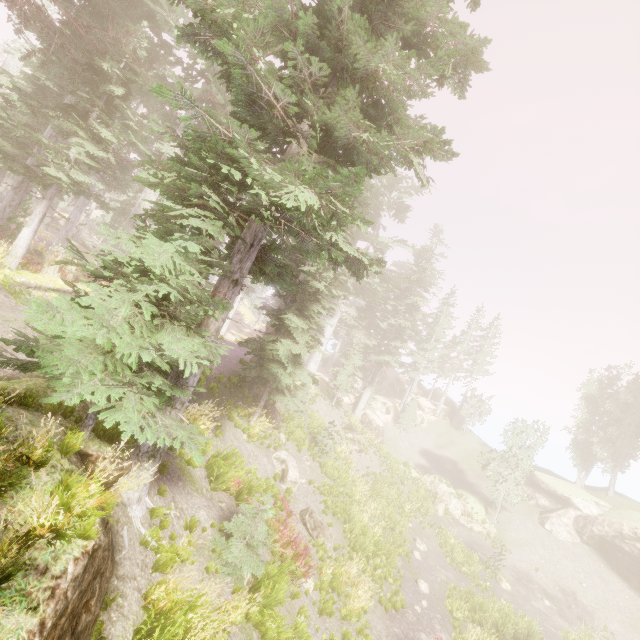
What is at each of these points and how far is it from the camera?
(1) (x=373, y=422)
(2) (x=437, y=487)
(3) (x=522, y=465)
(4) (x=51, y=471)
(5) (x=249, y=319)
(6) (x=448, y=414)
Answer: (1) rock, 34.38m
(2) rock, 29.17m
(3) instancedfoliageactor, 28.98m
(4) rock, 4.45m
(5) rock, 57.03m
(6) rock, 45.28m

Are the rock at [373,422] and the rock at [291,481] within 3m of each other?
no

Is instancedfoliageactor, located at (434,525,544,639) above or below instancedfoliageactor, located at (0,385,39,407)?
below

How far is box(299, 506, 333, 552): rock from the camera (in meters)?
13.72

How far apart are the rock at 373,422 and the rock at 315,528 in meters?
19.4 m

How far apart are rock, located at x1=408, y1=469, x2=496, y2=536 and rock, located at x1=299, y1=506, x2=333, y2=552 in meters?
16.9 m

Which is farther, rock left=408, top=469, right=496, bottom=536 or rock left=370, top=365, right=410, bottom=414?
rock left=370, top=365, right=410, bottom=414

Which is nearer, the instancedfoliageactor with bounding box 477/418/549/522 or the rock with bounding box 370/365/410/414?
the instancedfoliageactor with bounding box 477/418/549/522
